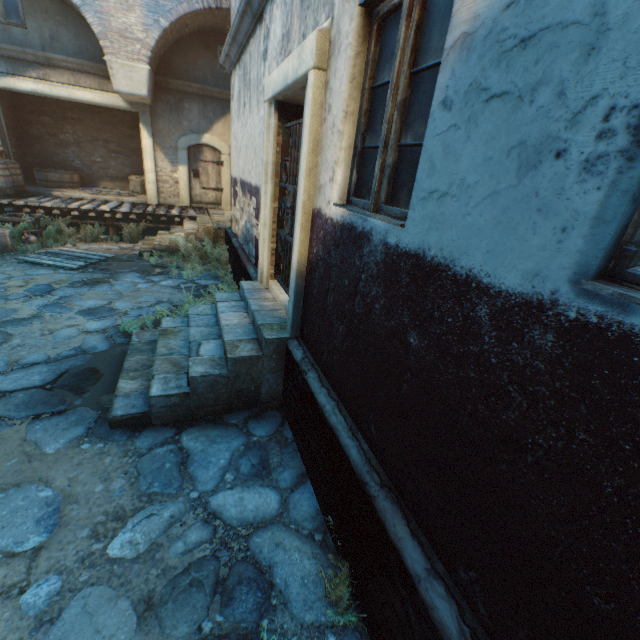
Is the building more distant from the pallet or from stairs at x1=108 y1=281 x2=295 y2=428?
the pallet

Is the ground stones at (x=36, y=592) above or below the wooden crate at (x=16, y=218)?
below

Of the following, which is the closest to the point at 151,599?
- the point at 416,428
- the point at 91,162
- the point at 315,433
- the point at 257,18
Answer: the point at 315,433

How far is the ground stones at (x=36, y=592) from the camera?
2.03m

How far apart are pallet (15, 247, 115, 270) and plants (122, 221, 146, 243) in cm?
135

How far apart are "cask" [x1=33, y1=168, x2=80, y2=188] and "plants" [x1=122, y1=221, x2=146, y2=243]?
3.84m

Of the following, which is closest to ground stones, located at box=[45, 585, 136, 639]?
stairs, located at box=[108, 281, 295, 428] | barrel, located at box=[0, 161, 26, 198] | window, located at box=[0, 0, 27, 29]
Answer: stairs, located at box=[108, 281, 295, 428]

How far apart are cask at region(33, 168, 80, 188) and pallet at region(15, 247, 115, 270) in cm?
501
